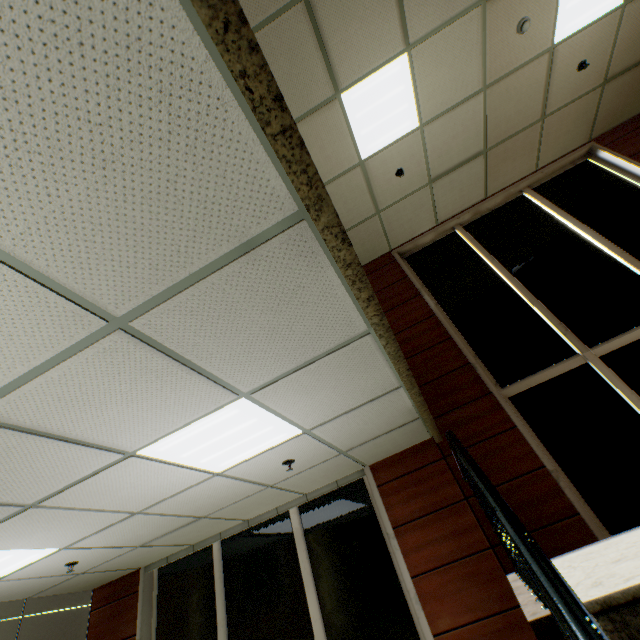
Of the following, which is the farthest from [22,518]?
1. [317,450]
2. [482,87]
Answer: [482,87]
